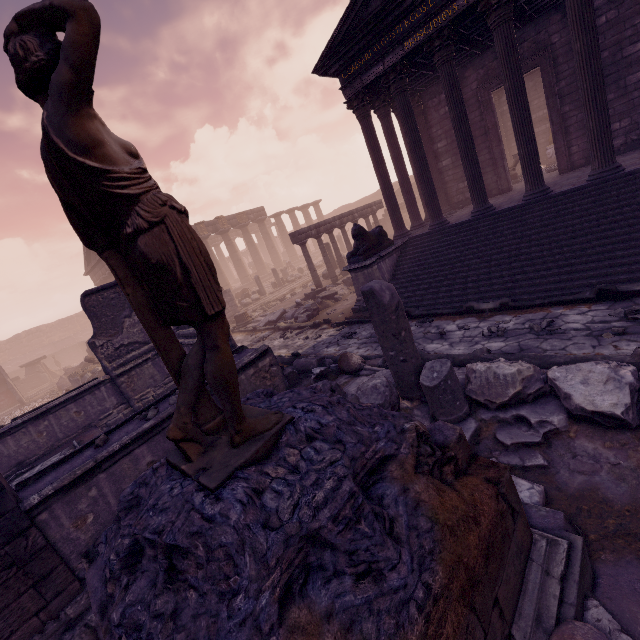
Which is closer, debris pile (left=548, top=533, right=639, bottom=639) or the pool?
debris pile (left=548, top=533, right=639, bottom=639)

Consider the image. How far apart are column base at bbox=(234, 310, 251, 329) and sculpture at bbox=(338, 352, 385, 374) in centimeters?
991cm

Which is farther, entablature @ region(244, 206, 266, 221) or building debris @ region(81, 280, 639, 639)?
entablature @ region(244, 206, 266, 221)

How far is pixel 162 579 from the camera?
1.42m

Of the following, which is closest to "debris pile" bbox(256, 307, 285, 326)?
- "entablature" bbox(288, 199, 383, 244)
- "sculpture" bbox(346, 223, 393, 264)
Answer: "entablature" bbox(288, 199, 383, 244)

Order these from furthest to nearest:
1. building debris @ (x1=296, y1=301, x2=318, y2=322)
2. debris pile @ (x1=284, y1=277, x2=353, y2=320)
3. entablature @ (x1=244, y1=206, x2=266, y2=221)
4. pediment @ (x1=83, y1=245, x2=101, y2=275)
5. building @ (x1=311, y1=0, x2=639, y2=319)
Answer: entablature @ (x1=244, y1=206, x2=266, y2=221) < pediment @ (x1=83, y1=245, x2=101, y2=275) < debris pile @ (x1=284, y1=277, x2=353, y2=320) < building debris @ (x1=296, y1=301, x2=318, y2=322) < building @ (x1=311, y1=0, x2=639, y2=319)

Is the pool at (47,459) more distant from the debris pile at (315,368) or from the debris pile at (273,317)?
the debris pile at (273,317)

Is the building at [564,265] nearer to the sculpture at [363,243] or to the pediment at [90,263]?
the sculpture at [363,243]
